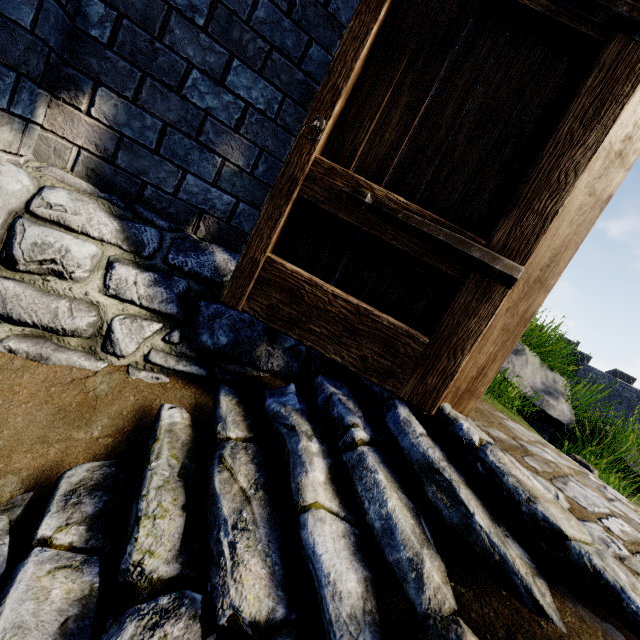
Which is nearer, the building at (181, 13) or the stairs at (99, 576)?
the stairs at (99, 576)

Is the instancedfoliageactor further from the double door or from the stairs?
the double door

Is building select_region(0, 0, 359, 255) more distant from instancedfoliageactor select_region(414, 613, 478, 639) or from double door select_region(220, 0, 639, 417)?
instancedfoliageactor select_region(414, 613, 478, 639)

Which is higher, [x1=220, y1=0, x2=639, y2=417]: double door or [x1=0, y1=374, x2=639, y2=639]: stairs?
[x1=220, y1=0, x2=639, y2=417]: double door

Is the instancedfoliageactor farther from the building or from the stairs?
the building

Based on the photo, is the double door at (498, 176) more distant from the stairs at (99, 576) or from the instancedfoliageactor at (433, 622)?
the instancedfoliageactor at (433, 622)

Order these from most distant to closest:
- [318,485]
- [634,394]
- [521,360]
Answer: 1. [634,394]
2. [521,360]
3. [318,485]
